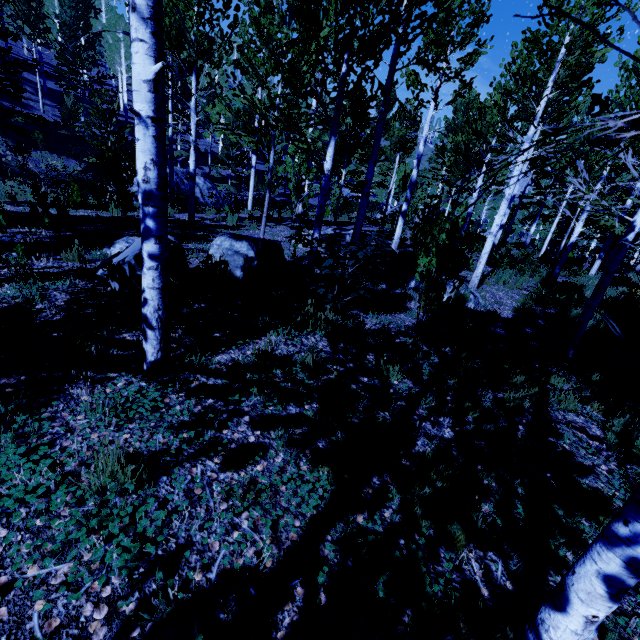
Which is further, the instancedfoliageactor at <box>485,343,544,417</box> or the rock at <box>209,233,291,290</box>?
the rock at <box>209,233,291,290</box>

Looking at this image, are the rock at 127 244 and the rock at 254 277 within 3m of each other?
yes

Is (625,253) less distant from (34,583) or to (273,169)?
(273,169)

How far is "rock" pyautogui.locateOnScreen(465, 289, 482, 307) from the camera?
7.98m

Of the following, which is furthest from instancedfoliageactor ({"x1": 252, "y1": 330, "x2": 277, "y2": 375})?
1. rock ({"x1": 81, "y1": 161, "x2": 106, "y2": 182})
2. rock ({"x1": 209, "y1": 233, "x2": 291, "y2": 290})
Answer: rock ({"x1": 81, "y1": 161, "x2": 106, "y2": 182})

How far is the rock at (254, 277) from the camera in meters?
5.9 m

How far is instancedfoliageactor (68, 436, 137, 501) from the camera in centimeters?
193cm

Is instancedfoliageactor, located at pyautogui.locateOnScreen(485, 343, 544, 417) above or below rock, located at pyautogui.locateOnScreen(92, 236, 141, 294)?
below
